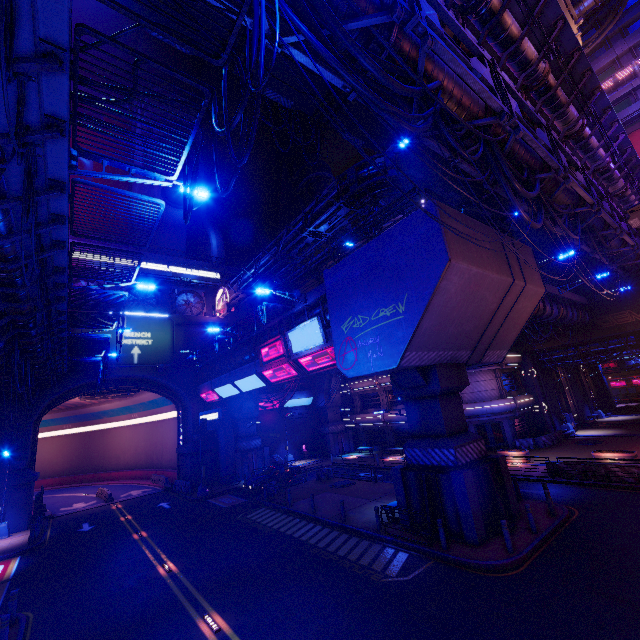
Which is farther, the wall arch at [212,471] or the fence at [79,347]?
the wall arch at [212,471]

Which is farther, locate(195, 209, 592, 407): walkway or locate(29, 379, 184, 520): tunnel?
locate(29, 379, 184, 520): tunnel

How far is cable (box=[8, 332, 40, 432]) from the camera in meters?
15.1 m

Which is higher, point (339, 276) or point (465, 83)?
point (465, 83)

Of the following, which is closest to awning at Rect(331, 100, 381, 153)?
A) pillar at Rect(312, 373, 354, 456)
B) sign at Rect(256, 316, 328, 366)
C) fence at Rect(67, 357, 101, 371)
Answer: sign at Rect(256, 316, 328, 366)

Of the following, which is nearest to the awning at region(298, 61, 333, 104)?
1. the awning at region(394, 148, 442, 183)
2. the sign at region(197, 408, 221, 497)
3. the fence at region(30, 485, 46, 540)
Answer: the awning at region(394, 148, 442, 183)

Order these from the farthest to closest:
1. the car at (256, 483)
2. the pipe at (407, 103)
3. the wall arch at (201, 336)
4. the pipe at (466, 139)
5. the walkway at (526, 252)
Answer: the wall arch at (201, 336) → the car at (256, 483) → the walkway at (526, 252) → the pipe at (466, 139) → the pipe at (407, 103)

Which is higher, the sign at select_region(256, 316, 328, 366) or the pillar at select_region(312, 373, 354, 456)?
the sign at select_region(256, 316, 328, 366)
